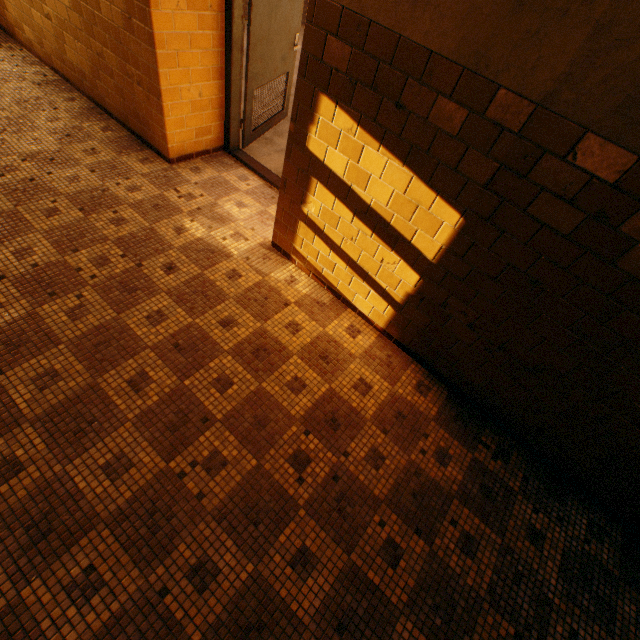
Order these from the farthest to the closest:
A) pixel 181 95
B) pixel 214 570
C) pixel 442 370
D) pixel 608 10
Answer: pixel 181 95
pixel 442 370
pixel 214 570
pixel 608 10
